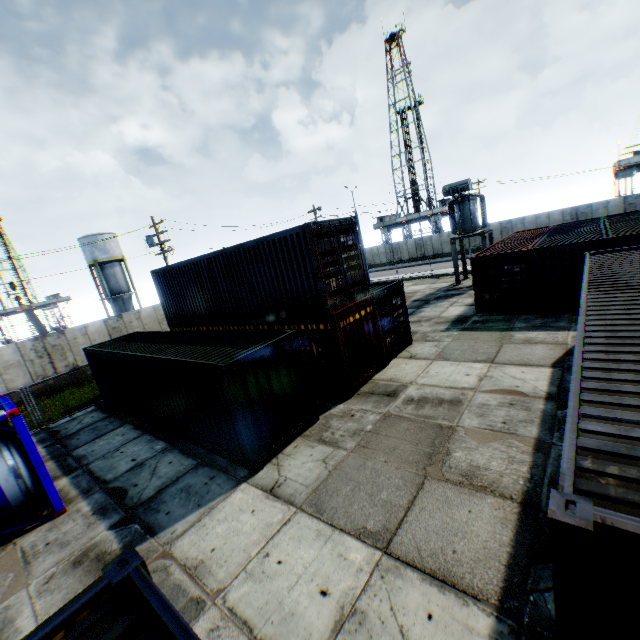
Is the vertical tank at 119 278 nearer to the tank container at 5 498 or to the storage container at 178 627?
the tank container at 5 498

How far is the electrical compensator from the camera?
22.1m

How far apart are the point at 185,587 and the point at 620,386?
7.3m

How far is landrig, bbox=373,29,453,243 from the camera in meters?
52.2 m

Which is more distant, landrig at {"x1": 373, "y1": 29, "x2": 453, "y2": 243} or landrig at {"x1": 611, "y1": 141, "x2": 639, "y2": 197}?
landrig at {"x1": 373, "y1": 29, "x2": 453, "y2": 243}

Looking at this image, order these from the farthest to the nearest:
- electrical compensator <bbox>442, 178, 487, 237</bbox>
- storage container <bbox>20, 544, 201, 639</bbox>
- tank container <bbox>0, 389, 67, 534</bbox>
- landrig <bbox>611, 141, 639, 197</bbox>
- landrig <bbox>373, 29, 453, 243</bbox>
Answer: landrig <bbox>373, 29, 453, 243</bbox>
landrig <bbox>611, 141, 639, 197</bbox>
electrical compensator <bbox>442, 178, 487, 237</bbox>
tank container <bbox>0, 389, 67, 534</bbox>
storage container <bbox>20, 544, 201, 639</bbox>

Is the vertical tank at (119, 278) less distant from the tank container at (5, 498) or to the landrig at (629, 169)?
the tank container at (5, 498)

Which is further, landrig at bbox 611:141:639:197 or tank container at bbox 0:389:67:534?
landrig at bbox 611:141:639:197
